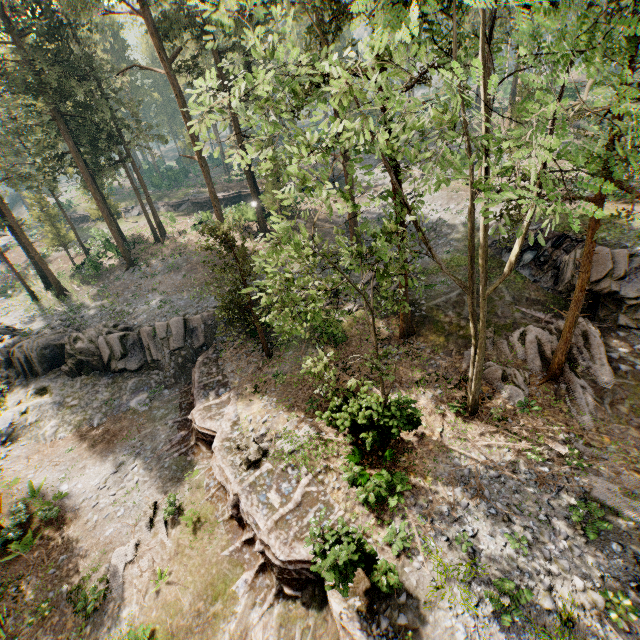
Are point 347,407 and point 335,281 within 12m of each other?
yes

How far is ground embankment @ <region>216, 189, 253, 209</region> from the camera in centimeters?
4418cm

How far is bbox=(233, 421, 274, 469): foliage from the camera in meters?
14.9

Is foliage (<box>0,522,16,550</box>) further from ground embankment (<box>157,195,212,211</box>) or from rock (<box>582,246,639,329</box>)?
ground embankment (<box>157,195,212,211</box>)

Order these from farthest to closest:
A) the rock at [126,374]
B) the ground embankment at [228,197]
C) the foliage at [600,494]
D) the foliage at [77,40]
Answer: the ground embankment at [228,197]
the rock at [126,374]
the foliage at [600,494]
the foliage at [77,40]

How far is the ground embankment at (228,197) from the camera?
44.18m

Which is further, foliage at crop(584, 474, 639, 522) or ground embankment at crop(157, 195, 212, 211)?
ground embankment at crop(157, 195, 212, 211)

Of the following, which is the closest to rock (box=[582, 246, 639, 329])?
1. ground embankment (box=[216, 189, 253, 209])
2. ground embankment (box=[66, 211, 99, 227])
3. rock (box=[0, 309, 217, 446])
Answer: rock (box=[0, 309, 217, 446])
